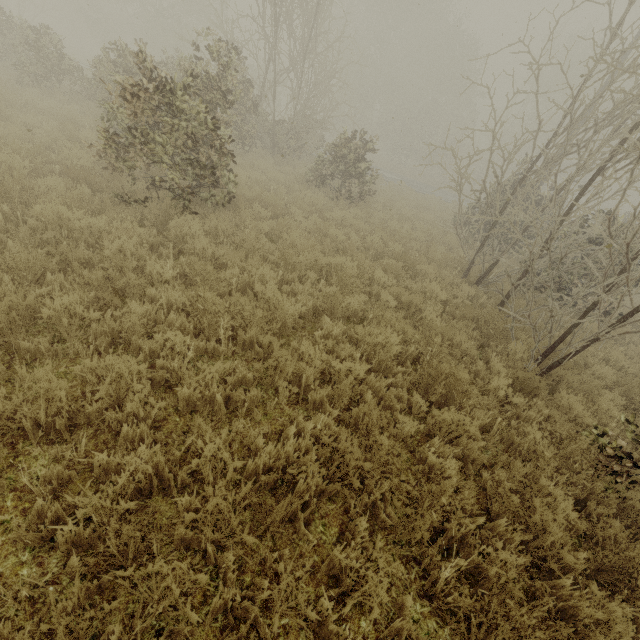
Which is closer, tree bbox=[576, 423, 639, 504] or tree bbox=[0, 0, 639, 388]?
tree bbox=[576, 423, 639, 504]

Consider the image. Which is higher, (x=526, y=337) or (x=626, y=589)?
(x=526, y=337)

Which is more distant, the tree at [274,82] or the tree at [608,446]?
the tree at [274,82]

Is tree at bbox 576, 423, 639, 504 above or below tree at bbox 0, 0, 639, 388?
below

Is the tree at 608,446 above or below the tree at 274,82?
below
